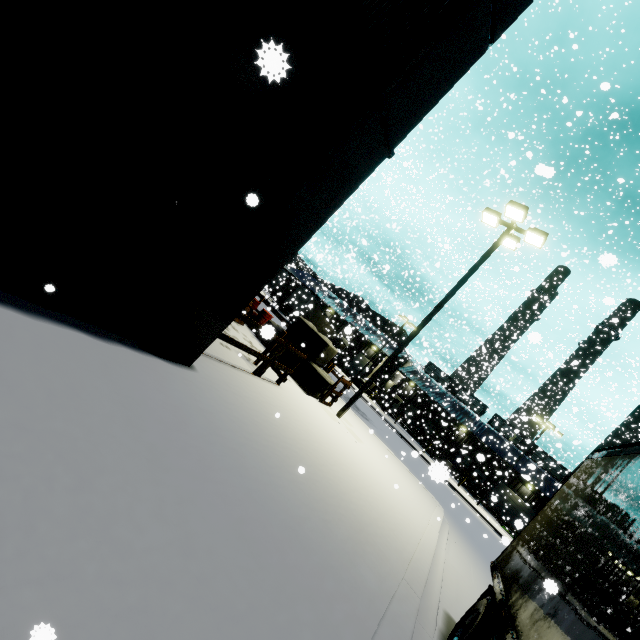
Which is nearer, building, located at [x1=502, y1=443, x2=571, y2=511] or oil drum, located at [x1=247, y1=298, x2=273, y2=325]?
oil drum, located at [x1=247, y1=298, x2=273, y2=325]

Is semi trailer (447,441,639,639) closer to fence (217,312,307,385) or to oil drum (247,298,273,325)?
fence (217,312,307,385)

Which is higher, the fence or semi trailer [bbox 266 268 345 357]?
semi trailer [bbox 266 268 345 357]

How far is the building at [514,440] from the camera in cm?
3757

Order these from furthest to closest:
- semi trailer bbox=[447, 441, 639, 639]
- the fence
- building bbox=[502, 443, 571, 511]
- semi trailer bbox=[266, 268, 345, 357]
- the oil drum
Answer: semi trailer bbox=[266, 268, 345, 357]
building bbox=[502, 443, 571, 511]
the oil drum
the fence
semi trailer bbox=[447, 441, 639, 639]

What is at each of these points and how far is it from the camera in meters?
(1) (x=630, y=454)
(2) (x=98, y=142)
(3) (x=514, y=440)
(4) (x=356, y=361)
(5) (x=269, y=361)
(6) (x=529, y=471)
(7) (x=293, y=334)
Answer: (1) semi trailer, 4.2
(2) building, 3.0
(3) building, 45.0
(4) roll-up door, 40.5
(5) fence, 7.9
(6) building, 38.0
(7) concrete block, 12.9

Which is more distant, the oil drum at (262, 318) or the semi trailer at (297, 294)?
the semi trailer at (297, 294)

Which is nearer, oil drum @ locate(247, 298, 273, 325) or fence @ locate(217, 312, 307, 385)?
fence @ locate(217, 312, 307, 385)
